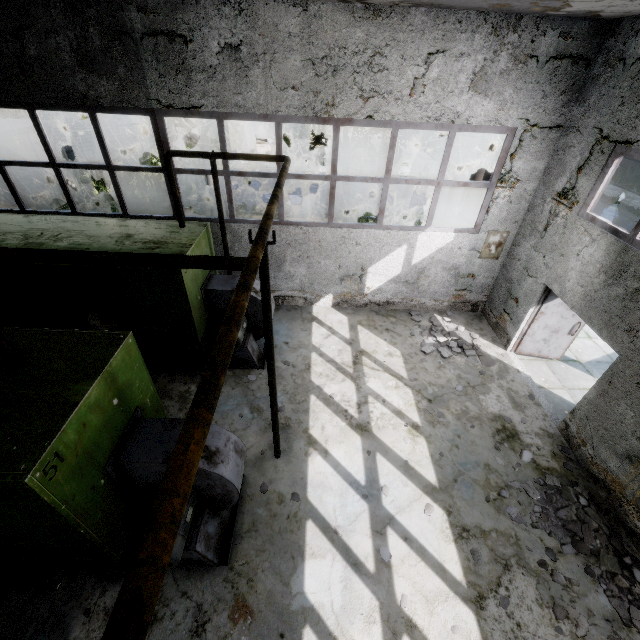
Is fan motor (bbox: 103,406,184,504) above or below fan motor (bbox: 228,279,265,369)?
above

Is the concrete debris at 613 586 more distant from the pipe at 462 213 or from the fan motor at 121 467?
the pipe at 462 213

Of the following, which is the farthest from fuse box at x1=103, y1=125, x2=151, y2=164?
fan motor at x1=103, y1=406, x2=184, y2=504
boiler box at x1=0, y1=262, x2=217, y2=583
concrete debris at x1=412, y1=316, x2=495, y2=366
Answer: fan motor at x1=103, y1=406, x2=184, y2=504

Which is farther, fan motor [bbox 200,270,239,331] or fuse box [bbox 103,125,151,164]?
fuse box [bbox 103,125,151,164]

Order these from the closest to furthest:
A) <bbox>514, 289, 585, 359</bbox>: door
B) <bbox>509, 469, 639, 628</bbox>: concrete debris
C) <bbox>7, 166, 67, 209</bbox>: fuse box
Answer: <bbox>509, 469, 639, 628</bbox>: concrete debris → <bbox>514, 289, 585, 359</bbox>: door → <bbox>7, 166, 67, 209</bbox>: fuse box

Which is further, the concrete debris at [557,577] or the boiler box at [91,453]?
the concrete debris at [557,577]

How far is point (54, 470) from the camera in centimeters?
314cm

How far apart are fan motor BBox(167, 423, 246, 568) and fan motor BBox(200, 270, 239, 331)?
2.43m
